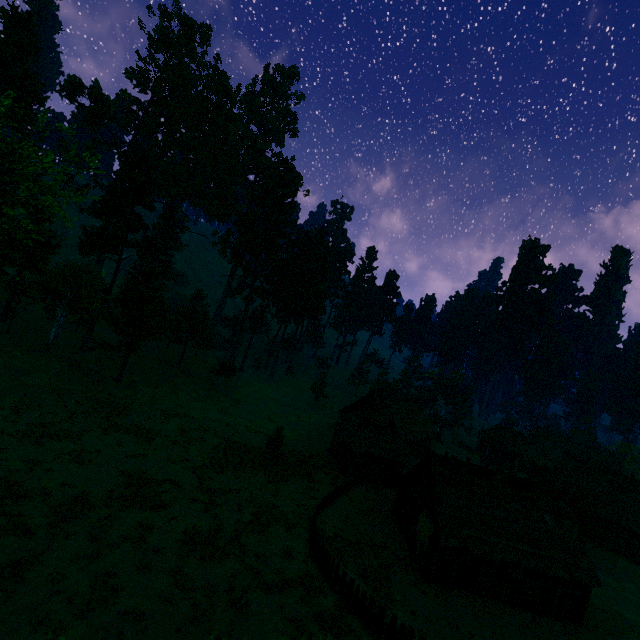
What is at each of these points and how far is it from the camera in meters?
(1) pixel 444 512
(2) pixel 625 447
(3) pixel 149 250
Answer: (1) building, 24.0
(2) treerock, 57.9
(3) treerock, 36.4

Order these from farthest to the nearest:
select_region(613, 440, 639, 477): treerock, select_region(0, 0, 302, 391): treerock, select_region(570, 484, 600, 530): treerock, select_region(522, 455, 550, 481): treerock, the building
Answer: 1. select_region(613, 440, 639, 477): treerock
2. select_region(522, 455, 550, 481): treerock
3. select_region(570, 484, 600, 530): treerock
4. select_region(0, 0, 302, 391): treerock
5. the building

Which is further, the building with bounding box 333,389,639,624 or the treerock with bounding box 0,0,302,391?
the treerock with bounding box 0,0,302,391

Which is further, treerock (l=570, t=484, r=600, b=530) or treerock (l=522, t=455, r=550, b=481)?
treerock (l=522, t=455, r=550, b=481)

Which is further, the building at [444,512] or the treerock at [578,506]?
the treerock at [578,506]

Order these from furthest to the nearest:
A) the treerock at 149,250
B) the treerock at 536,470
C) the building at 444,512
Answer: the treerock at 536,470 → the treerock at 149,250 → the building at 444,512

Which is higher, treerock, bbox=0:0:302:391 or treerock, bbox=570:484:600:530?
treerock, bbox=0:0:302:391
